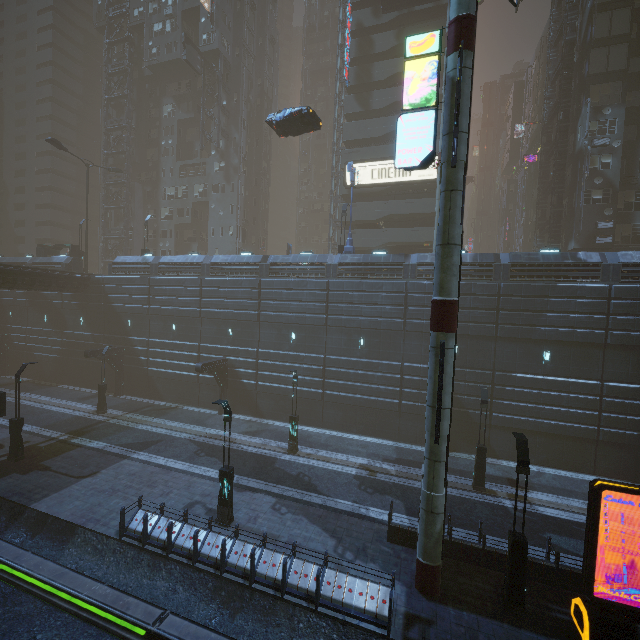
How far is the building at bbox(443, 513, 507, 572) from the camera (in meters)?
12.23

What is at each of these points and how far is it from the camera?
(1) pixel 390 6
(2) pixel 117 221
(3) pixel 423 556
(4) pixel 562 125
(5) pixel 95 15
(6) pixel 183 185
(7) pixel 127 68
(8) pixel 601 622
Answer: (1) bridge, 32.6m
(2) building, 51.8m
(3) sm, 11.0m
(4) building structure, 30.5m
(5) building, 49.2m
(6) building, 46.6m
(7) building structure, 46.0m
(8) sign, 9.5m

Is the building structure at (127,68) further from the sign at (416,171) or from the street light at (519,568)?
the street light at (519,568)

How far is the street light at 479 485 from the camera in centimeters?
1756cm

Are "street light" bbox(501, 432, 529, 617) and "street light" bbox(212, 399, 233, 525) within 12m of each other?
yes

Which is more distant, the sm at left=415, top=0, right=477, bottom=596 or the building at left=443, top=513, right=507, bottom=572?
the building at left=443, top=513, right=507, bottom=572

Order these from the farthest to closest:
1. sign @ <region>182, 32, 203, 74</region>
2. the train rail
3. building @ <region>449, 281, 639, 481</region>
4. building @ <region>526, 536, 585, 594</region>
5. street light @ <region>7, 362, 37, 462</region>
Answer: sign @ <region>182, 32, 203, 74</region>
building @ <region>449, 281, 639, 481</region>
street light @ <region>7, 362, 37, 462</region>
building @ <region>526, 536, 585, 594</region>
the train rail

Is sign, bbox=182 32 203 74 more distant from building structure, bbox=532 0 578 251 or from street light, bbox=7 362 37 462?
building structure, bbox=532 0 578 251
